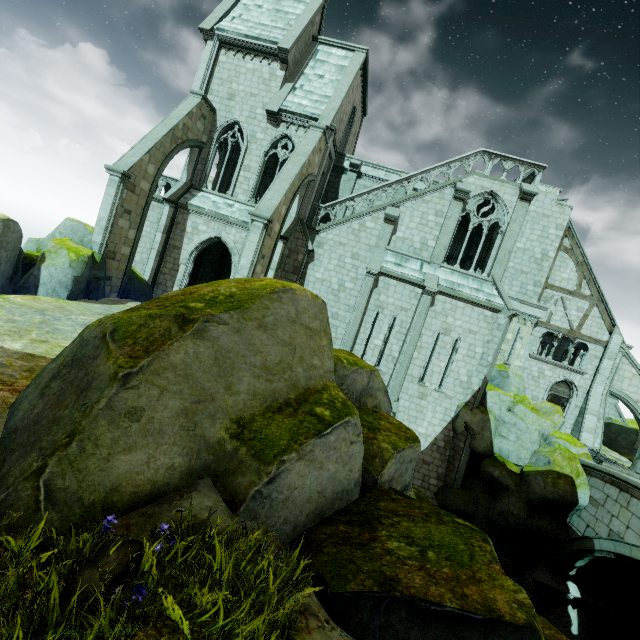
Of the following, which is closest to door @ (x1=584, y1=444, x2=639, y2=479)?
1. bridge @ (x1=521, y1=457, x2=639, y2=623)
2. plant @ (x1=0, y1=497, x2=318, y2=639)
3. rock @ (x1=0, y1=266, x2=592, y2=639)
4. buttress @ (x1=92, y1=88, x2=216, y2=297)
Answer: rock @ (x1=0, y1=266, x2=592, y2=639)

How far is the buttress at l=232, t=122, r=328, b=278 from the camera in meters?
13.5 m

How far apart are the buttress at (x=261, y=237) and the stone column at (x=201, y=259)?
7.0m

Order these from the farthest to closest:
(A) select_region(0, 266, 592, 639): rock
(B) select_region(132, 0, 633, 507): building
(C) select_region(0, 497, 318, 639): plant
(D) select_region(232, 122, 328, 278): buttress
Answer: (B) select_region(132, 0, 633, 507): building, (D) select_region(232, 122, 328, 278): buttress, (A) select_region(0, 266, 592, 639): rock, (C) select_region(0, 497, 318, 639): plant

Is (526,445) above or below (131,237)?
below

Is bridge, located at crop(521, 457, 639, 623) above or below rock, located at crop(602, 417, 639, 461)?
below

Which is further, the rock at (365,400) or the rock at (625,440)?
the rock at (625,440)

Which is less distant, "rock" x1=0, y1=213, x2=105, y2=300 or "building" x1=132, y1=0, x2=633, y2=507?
"rock" x1=0, y1=213, x2=105, y2=300
